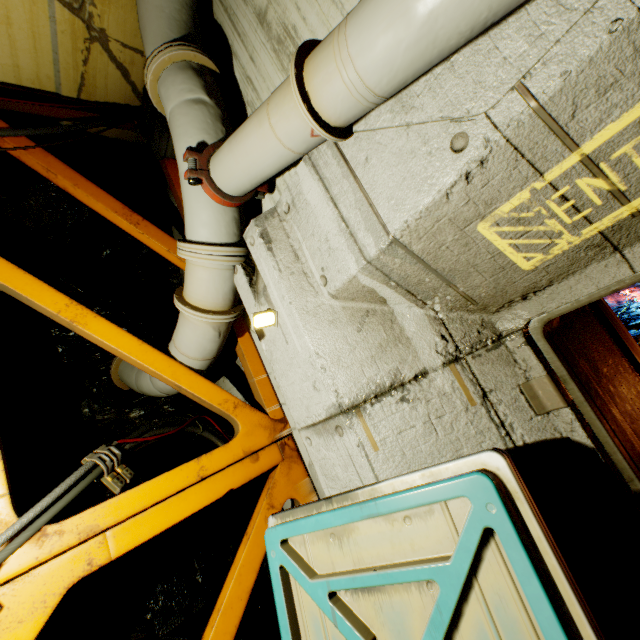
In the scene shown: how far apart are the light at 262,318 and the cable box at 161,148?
3.0 meters

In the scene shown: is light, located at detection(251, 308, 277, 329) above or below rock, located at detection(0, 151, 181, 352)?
below

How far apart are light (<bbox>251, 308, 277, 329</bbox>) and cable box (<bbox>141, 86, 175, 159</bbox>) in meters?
3.0

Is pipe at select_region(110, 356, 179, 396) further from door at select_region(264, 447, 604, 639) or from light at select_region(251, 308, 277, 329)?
door at select_region(264, 447, 604, 639)

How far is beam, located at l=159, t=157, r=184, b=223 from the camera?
4.09m

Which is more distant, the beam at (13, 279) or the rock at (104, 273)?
the rock at (104, 273)

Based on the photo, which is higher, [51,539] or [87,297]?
[87,297]

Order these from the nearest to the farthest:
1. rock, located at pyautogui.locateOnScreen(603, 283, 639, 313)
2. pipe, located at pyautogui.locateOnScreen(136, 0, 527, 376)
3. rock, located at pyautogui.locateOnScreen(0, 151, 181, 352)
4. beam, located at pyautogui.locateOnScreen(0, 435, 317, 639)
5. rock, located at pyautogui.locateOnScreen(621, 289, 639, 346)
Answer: pipe, located at pyautogui.locateOnScreen(136, 0, 527, 376) < beam, located at pyautogui.locateOnScreen(0, 435, 317, 639) < rock, located at pyautogui.locateOnScreen(0, 151, 181, 352) < rock, located at pyautogui.locateOnScreen(621, 289, 639, 346) < rock, located at pyautogui.locateOnScreen(603, 283, 639, 313)
